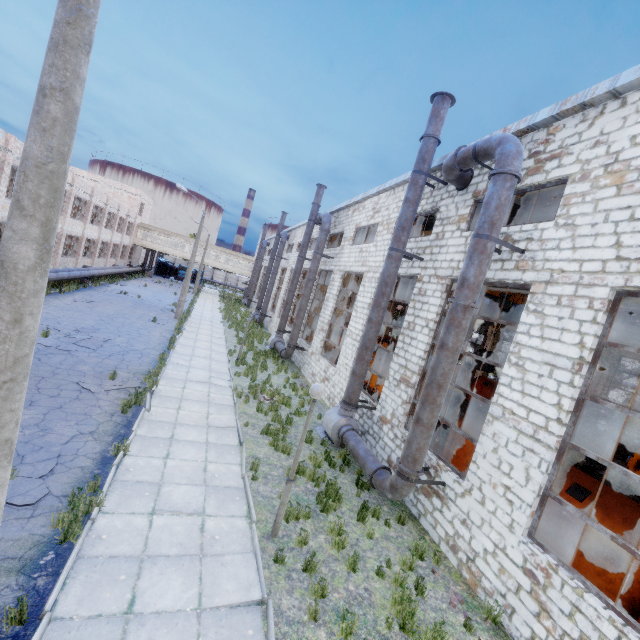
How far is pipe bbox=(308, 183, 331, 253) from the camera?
20.2m

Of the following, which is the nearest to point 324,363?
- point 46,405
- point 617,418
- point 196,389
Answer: point 196,389

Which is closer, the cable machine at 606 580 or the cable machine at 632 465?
the cable machine at 606 580

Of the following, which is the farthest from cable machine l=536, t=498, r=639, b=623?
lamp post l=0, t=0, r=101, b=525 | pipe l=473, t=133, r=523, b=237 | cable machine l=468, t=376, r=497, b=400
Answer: lamp post l=0, t=0, r=101, b=525

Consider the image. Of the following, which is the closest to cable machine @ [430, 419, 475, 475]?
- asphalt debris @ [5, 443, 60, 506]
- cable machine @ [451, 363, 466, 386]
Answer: asphalt debris @ [5, 443, 60, 506]

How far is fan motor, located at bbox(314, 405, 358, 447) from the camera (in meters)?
11.74

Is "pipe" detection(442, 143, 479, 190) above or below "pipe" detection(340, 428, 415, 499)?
above

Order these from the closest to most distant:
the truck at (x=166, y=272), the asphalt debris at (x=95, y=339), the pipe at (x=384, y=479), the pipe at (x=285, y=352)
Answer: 1. the pipe at (x=384, y=479)
2. the asphalt debris at (x=95, y=339)
3. the pipe at (x=285, y=352)
4. the truck at (x=166, y=272)
